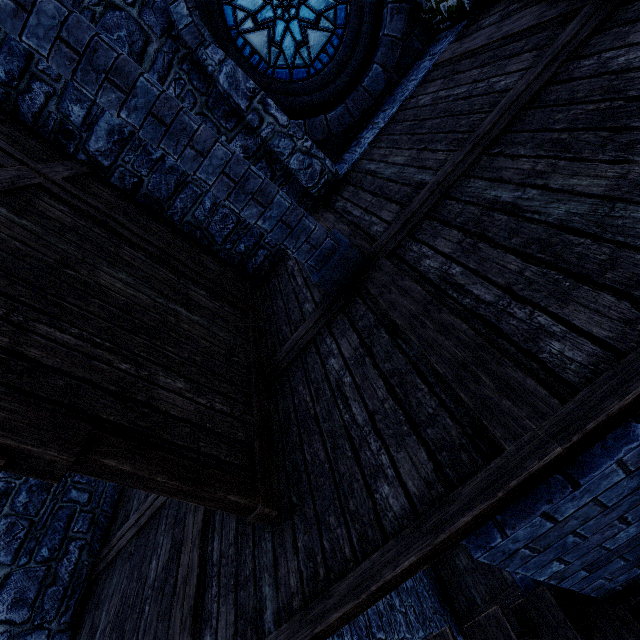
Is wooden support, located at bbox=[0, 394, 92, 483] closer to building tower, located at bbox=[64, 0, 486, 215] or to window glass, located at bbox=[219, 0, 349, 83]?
building tower, located at bbox=[64, 0, 486, 215]

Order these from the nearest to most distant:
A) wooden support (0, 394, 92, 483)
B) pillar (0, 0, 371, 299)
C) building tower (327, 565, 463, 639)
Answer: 1. wooden support (0, 394, 92, 483)
2. pillar (0, 0, 371, 299)
3. building tower (327, 565, 463, 639)

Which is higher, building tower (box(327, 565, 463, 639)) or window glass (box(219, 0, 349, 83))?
window glass (box(219, 0, 349, 83))

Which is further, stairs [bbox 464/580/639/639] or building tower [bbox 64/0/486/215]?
building tower [bbox 64/0/486/215]

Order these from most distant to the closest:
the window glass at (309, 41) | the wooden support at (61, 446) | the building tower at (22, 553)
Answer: the window glass at (309, 41), the building tower at (22, 553), the wooden support at (61, 446)

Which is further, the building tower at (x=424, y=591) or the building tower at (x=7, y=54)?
the building tower at (x=424, y=591)

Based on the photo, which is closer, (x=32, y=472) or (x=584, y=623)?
(x=32, y=472)

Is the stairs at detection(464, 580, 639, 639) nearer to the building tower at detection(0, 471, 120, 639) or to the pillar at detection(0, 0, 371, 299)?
the building tower at detection(0, 471, 120, 639)
